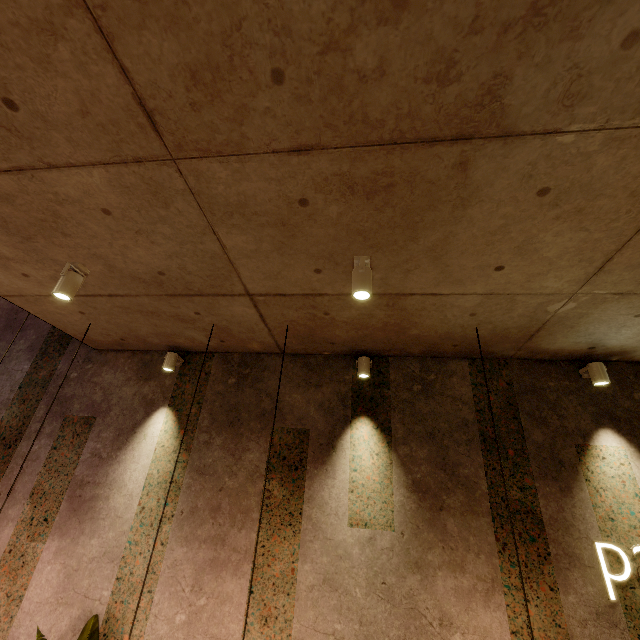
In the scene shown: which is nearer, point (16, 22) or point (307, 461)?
point (16, 22)

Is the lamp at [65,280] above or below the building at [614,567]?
above

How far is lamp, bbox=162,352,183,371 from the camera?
4.4m

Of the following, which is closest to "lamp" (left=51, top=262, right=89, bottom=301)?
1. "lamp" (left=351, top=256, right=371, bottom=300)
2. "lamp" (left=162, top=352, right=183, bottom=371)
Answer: "lamp" (left=162, top=352, right=183, bottom=371)

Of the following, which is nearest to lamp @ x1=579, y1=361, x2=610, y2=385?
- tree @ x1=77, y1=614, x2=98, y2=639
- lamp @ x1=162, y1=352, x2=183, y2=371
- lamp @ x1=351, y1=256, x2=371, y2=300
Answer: lamp @ x1=351, y1=256, x2=371, y2=300

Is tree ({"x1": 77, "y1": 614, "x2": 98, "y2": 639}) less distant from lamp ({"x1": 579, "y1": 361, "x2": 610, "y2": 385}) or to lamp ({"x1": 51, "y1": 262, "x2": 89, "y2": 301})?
lamp ({"x1": 51, "y1": 262, "x2": 89, "y2": 301})

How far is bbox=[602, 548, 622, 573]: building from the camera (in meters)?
3.04

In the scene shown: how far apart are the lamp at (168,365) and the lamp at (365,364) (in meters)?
2.49
